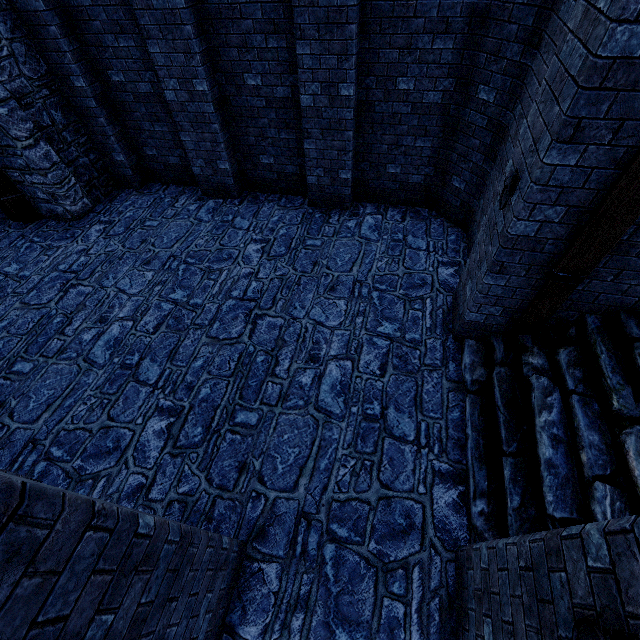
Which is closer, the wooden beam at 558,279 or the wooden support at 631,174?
the wooden support at 631,174

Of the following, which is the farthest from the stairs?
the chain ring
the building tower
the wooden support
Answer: the chain ring

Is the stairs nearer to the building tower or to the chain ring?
the building tower

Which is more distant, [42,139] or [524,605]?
[42,139]

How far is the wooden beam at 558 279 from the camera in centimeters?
359cm

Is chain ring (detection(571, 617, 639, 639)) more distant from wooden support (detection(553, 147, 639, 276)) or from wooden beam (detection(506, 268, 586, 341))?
wooden beam (detection(506, 268, 586, 341))

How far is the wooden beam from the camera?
3.6m

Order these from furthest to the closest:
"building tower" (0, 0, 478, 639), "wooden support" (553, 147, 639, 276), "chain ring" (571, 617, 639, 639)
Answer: "building tower" (0, 0, 478, 639) → "wooden support" (553, 147, 639, 276) → "chain ring" (571, 617, 639, 639)
